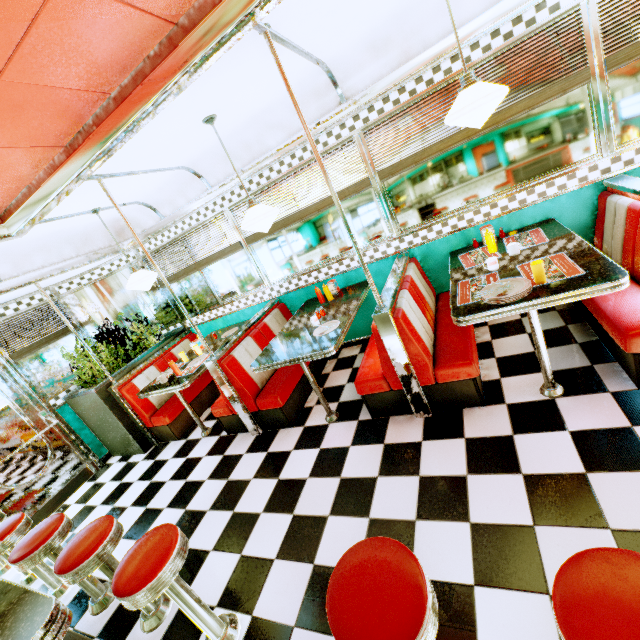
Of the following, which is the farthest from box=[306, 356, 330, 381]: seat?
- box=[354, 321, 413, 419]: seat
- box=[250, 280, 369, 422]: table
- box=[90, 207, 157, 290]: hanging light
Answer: box=[90, 207, 157, 290]: hanging light

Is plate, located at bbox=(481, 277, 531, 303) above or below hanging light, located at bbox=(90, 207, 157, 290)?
below

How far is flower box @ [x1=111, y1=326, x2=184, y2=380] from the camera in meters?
4.7 m

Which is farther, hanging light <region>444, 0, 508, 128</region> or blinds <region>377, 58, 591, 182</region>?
blinds <region>377, 58, 591, 182</region>

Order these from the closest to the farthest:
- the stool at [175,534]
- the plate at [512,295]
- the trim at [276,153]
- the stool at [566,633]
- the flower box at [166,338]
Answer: the stool at [566,633] < the stool at [175,534] < the plate at [512,295] < the trim at [276,153] < the flower box at [166,338]

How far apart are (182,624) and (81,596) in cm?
135

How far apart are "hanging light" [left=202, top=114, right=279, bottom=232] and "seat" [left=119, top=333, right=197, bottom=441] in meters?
2.9

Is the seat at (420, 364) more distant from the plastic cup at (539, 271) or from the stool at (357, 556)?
the stool at (357, 556)
